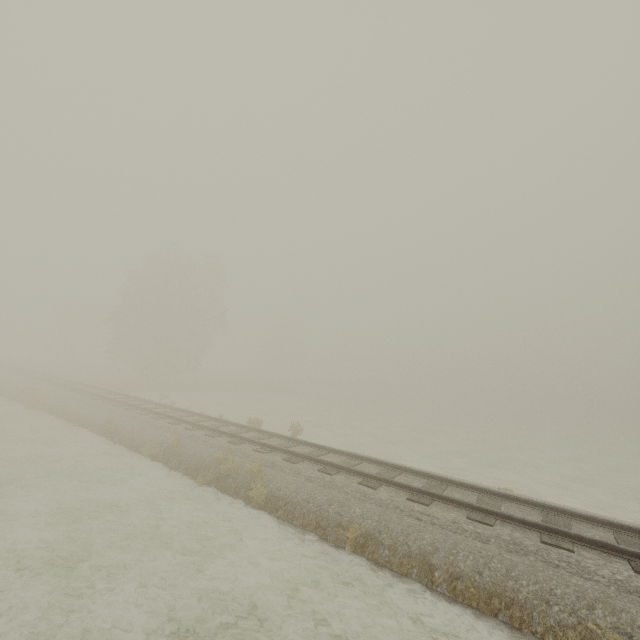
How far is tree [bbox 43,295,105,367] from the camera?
55.1 meters

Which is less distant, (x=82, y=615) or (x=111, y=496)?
(x=82, y=615)

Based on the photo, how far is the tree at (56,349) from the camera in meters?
55.1
